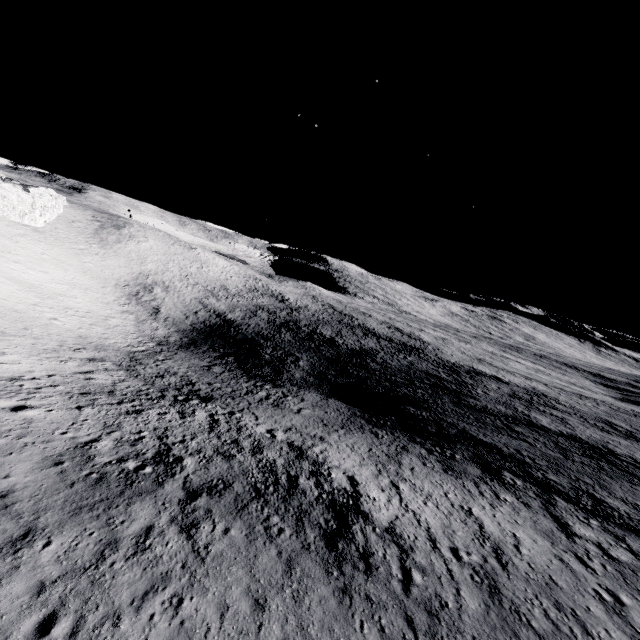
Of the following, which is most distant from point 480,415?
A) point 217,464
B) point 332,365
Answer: point 217,464
